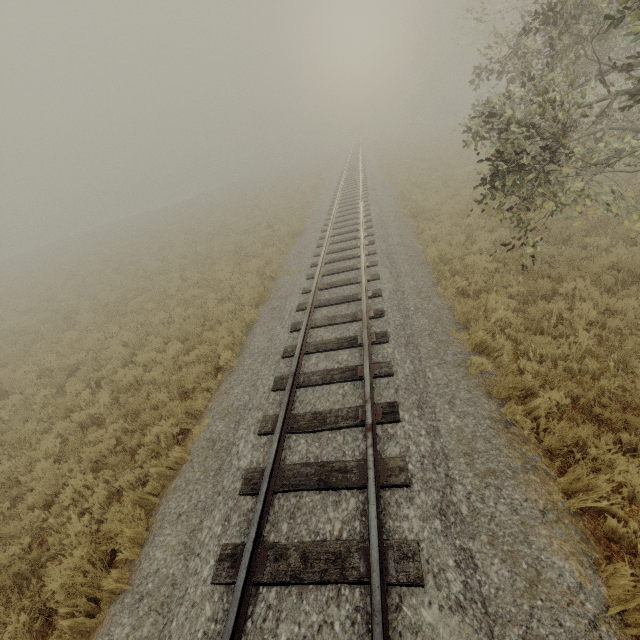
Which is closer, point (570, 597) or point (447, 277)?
point (570, 597)
